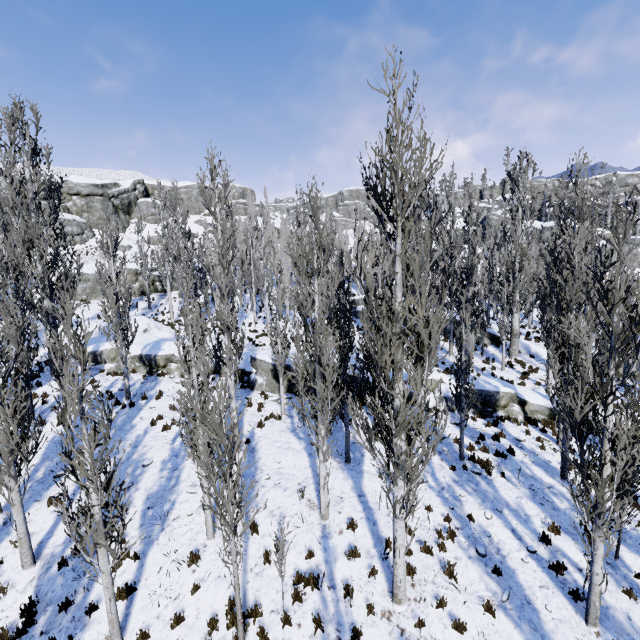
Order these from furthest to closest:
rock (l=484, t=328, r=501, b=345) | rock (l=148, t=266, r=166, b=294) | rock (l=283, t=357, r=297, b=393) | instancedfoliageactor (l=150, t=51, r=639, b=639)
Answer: rock (l=148, t=266, r=166, b=294)
rock (l=484, t=328, r=501, b=345)
rock (l=283, t=357, r=297, b=393)
instancedfoliageactor (l=150, t=51, r=639, b=639)

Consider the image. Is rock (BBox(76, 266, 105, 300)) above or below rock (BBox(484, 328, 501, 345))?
above

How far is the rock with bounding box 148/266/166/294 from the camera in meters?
38.1

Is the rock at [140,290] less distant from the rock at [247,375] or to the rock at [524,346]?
the rock at [247,375]

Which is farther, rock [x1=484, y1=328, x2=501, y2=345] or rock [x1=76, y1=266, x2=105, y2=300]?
rock [x1=76, y1=266, x2=105, y2=300]

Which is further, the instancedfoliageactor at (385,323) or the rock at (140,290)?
the rock at (140,290)

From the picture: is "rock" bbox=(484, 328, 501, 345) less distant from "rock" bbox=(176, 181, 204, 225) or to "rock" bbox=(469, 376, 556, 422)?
"rock" bbox=(469, 376, 556, 422)

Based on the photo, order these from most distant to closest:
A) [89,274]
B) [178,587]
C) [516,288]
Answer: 1. [89,274]
2. [516,288]
3. [178,587]
